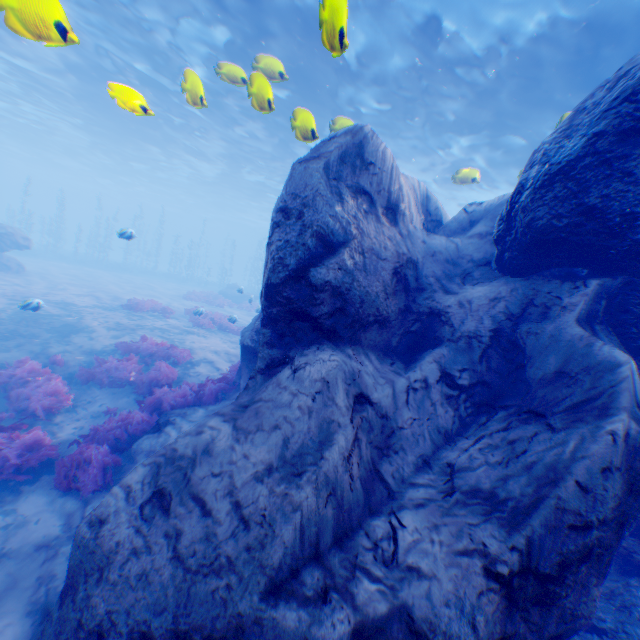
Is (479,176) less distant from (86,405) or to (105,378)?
(105,378)

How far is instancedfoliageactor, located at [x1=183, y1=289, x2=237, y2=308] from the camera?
25.59m

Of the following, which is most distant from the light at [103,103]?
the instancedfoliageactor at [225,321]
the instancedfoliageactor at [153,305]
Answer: the instancedfoliageactor at [153,305]

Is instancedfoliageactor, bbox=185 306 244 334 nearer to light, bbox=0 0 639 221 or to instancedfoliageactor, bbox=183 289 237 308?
instancedfoliageactor, bbox=183 289 237 308

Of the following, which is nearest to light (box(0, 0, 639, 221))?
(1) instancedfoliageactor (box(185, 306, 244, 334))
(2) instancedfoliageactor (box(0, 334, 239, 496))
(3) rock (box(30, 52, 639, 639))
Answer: (3) rock (box(30, 52, 639, 639))

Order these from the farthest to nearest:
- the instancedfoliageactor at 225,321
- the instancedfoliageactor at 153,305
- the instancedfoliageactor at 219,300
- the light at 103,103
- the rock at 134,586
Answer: the instancedfoliageactor at 219,300, the instancedfoliageactor at 153,305, the instancedfoliageactor at 225,321, the light at 103,103, the rock at 134,586

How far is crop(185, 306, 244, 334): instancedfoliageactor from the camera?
15.7m

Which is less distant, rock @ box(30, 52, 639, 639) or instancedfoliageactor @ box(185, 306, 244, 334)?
rock @ box(30, 52, 639, 639)
